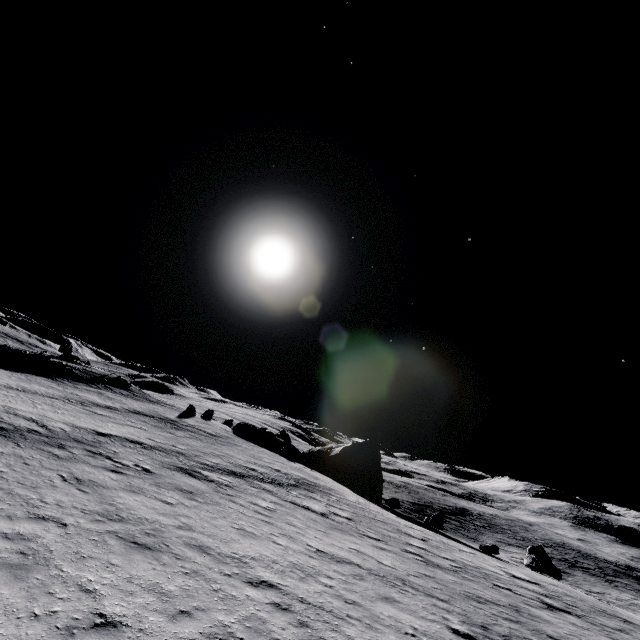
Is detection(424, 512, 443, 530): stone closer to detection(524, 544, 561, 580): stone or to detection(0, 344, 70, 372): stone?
detection(524, 544, 561, 580): stone

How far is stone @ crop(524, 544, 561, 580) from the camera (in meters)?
23.30

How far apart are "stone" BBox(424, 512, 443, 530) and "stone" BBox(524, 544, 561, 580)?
7.29m

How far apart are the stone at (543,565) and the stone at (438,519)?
7.3 meters

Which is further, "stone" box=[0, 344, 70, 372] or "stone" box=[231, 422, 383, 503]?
"stone" box=[0, 344, 70, 372]

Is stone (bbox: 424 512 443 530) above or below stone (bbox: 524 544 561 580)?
below

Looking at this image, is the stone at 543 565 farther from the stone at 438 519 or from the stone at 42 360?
the stone at 42 360

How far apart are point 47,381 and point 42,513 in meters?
33.9
